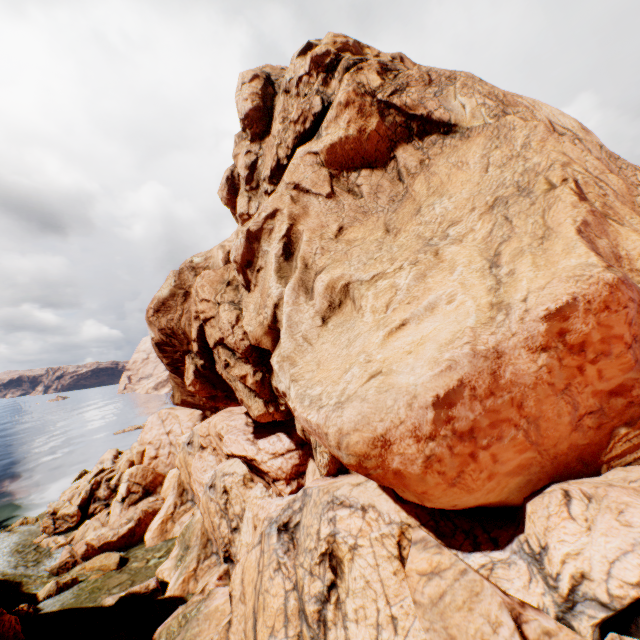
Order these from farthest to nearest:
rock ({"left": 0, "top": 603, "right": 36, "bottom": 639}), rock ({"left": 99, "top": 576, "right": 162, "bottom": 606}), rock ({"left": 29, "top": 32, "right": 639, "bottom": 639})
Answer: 1. rock ({"left": 99, "top": 576, "right": 162, "bottom": 606})
2. rock ({"left": 0, "top": 603, "right": 36, "bottom": 639})
3. rock ({"left": 29, "top": 32, "right": 639, "bottom": 639})

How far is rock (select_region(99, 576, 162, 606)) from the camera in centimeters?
2094cm

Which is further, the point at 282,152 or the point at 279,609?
the point at 282,152

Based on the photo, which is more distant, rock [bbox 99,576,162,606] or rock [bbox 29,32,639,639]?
rock [bbox 99,576,162,606]

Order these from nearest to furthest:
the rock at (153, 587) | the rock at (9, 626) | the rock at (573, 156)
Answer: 1. the rock at (573, 156)
2. the rock at (9, 626)
3. the rock at (153, 587)

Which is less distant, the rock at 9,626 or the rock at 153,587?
the rock at 9,626
